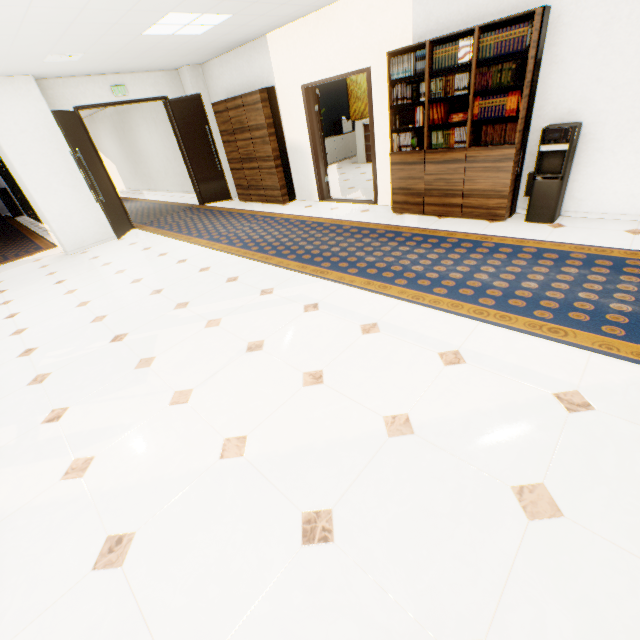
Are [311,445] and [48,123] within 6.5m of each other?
no

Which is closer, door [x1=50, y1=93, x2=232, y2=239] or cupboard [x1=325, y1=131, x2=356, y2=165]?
door [x1=50, y1=93, x2=232, y2=239]

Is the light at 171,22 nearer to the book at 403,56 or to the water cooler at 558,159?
the book at 403,56

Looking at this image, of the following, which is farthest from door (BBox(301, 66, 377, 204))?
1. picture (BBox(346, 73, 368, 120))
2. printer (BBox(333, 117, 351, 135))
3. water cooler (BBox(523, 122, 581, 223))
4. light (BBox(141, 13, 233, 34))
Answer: picture (BBox(346, 73, 368, 120))

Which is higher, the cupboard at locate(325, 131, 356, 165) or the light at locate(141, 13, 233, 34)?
the light at locate(141, 13, 233, 34)

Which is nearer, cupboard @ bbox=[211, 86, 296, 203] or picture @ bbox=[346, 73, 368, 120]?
cupboard @ bbox=[211, 86, 296, 203]

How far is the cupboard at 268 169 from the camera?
6.5 meters

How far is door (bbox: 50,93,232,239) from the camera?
6.4 meters
